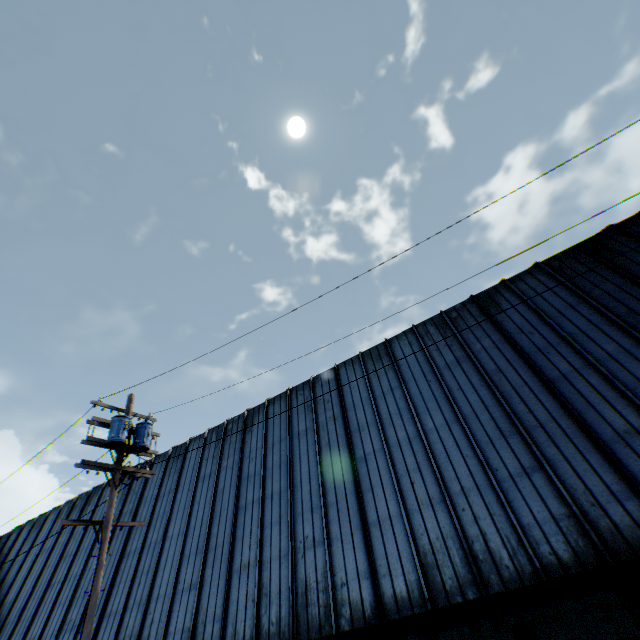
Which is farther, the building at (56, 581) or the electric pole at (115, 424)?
the building at (56, 581)

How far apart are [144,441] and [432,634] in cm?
959

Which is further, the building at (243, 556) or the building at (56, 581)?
the building at (56, 581)

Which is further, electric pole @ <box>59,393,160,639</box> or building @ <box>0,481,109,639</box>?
building @ <box>0,481,109,639</box>

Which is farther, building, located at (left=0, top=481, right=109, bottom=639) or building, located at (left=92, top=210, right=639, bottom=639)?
building, located at (left=0, top=481, right=109, bottom=639)
